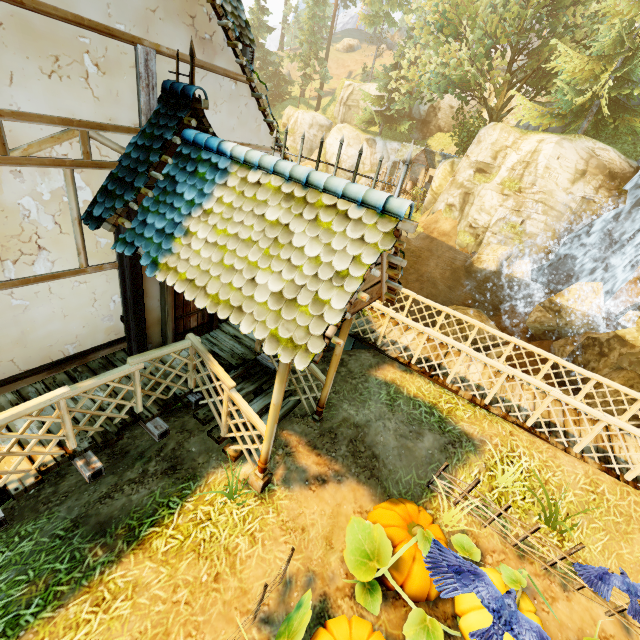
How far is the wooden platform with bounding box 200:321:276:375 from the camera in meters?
6.2

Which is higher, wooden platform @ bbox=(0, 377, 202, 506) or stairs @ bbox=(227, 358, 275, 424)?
wooden platform @ bbox=(0, 377, 202, 506)

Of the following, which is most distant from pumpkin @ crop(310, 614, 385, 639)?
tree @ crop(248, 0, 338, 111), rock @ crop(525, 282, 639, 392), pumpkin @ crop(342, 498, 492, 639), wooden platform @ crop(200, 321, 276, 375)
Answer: tree @ crop(248, 0, 338, 111)

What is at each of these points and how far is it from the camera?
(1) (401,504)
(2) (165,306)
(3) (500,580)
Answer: (1) pumpkin, 5.0 meters
(2) doorway, 5.7 meters
(3) pumpkin, 4.3 meters

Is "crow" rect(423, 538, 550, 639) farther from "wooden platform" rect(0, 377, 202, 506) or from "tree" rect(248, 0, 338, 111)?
"tree" rect(248, 0, 338, 111)

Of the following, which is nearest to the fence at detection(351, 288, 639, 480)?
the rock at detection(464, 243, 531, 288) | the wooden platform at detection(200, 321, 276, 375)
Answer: the wooden platform at detection(200, 321, 276, 375)

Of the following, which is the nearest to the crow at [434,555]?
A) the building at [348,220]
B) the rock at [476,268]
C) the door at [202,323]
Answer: the building at [348,220]

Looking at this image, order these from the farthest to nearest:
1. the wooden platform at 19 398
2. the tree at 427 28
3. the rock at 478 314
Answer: the rock at 478 314 → the tree at 427 28 → the wooden platform at 19 398
